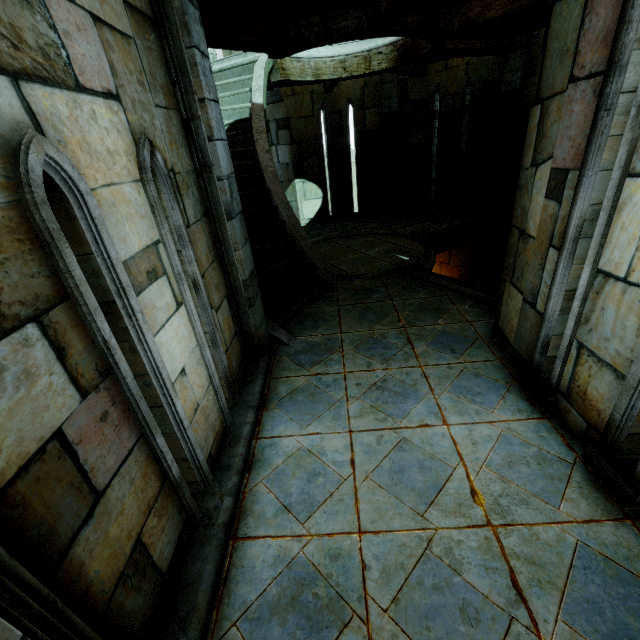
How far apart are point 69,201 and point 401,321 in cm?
422
